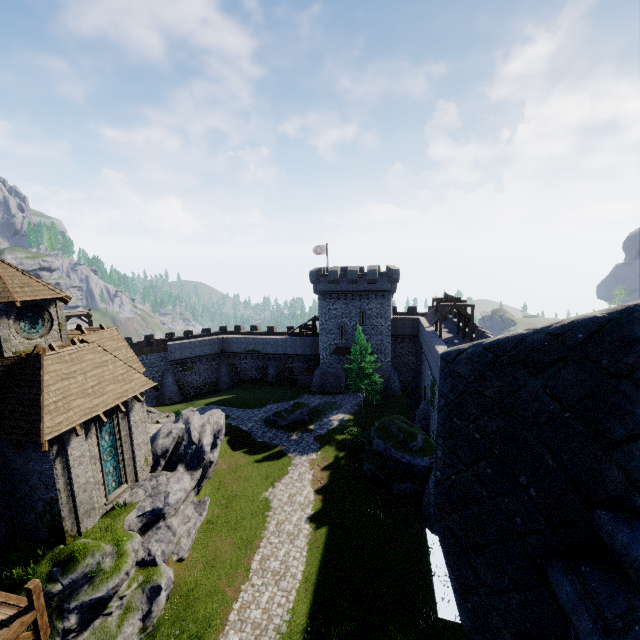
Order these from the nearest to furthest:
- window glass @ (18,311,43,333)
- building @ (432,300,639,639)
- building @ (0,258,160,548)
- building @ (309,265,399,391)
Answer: building @ (432,300,639,639), building @ (0,258,160,548), window glass @ (18,311,43,333), building @ (309,265,399,391)

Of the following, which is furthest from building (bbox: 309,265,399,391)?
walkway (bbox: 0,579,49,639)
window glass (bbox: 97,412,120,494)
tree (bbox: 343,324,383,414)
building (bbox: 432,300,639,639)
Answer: building (bbox: 432,300,639,639)

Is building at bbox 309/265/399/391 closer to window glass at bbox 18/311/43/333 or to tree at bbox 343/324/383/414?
tree at bbox 343/324/383/414

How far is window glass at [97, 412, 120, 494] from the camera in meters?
17.8

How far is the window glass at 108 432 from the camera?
17.80m

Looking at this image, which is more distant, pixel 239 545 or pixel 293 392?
pixel 293 392

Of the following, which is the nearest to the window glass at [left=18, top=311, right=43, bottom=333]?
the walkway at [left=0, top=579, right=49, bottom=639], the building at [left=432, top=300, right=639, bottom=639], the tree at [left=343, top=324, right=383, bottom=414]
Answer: Result: the walkway at [left=0, top=579, right=49, bottom=639]

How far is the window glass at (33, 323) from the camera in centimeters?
1723cm
